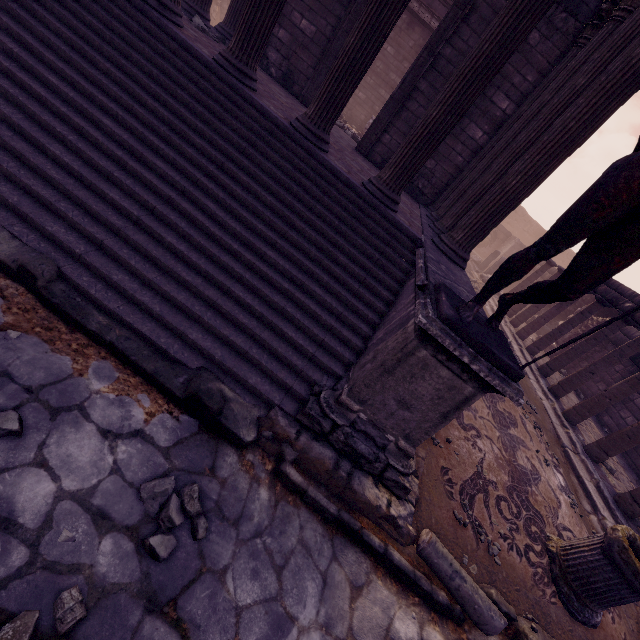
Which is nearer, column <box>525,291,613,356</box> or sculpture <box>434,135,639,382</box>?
sculpture <box>434,135,639,382</box>

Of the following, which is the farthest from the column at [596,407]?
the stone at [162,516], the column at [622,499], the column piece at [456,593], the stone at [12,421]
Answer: the stone at [12,421]

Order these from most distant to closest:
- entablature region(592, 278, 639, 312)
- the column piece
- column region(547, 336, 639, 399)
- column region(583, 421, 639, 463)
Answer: entablature region(592, 278, 639, 312) < column region(547, 336, 639, 399) < column region(583, 421, 639, 463) < the column piece

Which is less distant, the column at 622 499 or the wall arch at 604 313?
the column at 622 499

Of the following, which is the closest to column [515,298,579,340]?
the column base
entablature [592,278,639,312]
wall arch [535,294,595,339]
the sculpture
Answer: entablature [592,278,639,312]

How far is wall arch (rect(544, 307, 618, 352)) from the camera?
11.5m

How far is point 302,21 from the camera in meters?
7.9 m

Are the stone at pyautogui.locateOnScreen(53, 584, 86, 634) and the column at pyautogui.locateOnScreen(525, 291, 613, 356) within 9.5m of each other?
no
